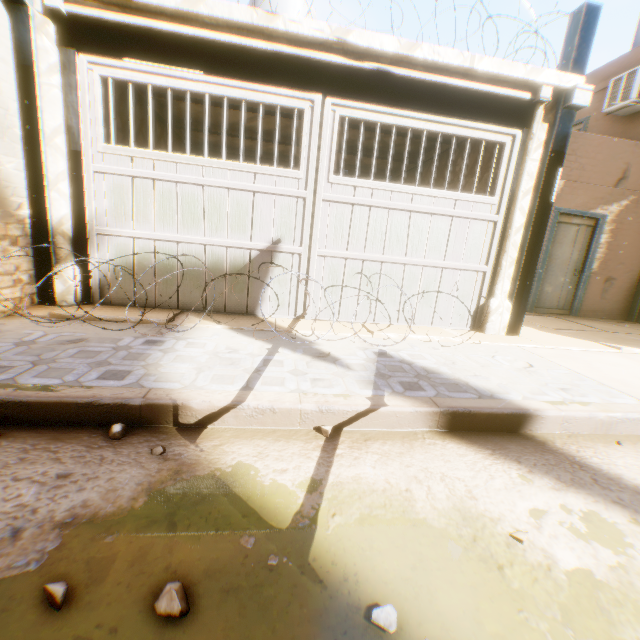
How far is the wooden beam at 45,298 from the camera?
4.14m

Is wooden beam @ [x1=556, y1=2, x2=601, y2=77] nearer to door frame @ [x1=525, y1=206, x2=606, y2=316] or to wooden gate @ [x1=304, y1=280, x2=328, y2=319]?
wooden gate @ [x1=304, y1=280, x2=328, y2=319]

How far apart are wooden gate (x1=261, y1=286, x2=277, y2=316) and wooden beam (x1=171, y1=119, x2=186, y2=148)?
3.90m

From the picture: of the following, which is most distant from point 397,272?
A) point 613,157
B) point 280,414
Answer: point 613,157

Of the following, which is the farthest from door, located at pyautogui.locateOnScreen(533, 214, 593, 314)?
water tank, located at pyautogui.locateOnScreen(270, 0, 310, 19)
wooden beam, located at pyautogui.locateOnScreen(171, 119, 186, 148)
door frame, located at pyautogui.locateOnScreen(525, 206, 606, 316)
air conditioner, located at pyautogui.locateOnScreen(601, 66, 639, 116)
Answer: wooden beam, located at pyautogui.locateOnScreen(171, 119, 186, 148)

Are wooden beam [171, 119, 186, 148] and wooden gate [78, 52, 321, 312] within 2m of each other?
no

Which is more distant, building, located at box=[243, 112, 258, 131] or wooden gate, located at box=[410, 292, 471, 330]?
building, located at box=[243, 112, 258, 131]

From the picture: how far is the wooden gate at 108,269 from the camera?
4.39m
